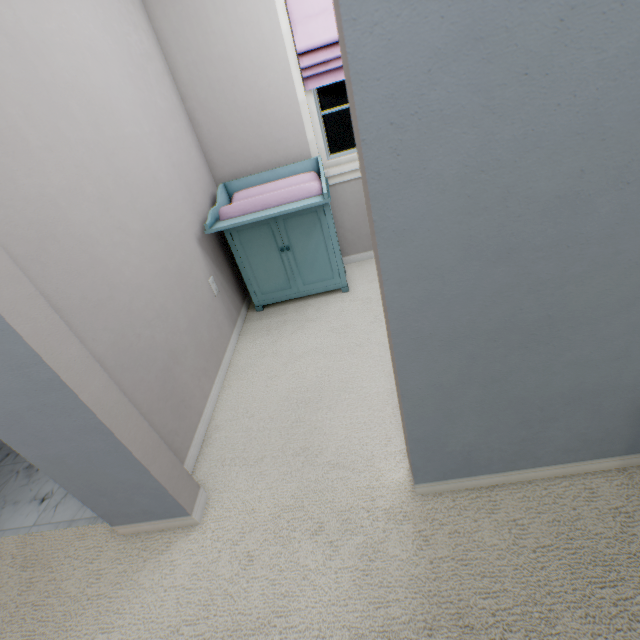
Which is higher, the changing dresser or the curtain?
the curtain

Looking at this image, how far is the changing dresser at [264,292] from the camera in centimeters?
212cm

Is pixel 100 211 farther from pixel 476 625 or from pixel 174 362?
pixel 476 625

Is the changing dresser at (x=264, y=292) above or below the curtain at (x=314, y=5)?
below

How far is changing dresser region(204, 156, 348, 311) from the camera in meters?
2.1 m

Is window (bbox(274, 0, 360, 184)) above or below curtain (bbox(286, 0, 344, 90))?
below
